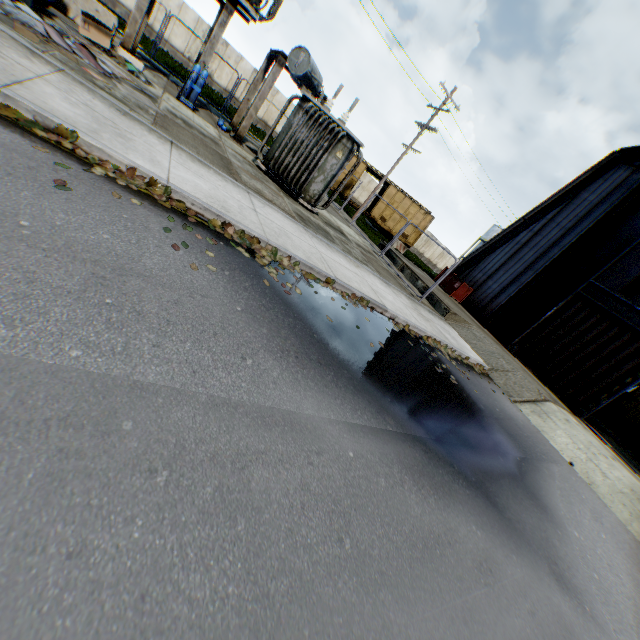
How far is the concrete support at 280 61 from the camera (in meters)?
12.35

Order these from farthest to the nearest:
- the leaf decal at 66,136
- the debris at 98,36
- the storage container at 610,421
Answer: the storage container at 610,421 → the debris at 98,36 → the leaf decal at 66,136

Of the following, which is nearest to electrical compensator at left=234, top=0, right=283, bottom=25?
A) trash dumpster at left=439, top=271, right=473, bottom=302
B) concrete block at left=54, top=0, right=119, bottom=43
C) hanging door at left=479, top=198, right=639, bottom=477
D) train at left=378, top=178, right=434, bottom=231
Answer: concrete block at left=54, top=0, right=119, bottom=43

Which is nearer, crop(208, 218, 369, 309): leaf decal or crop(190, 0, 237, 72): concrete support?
crop(208, 218, 369, 309): leaf decal

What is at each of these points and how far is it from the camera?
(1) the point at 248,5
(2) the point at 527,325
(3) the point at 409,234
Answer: (1) electrical compensator, 10.8m
(2) hanging door, 17.9m
(3) train, 30.0m

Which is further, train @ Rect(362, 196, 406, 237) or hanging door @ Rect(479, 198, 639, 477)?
train @ Rect(362, 196, 406, 237)

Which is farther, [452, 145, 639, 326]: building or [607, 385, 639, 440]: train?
[607, 385, 639, 440]: train

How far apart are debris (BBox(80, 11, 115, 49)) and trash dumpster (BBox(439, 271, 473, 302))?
18.6m
